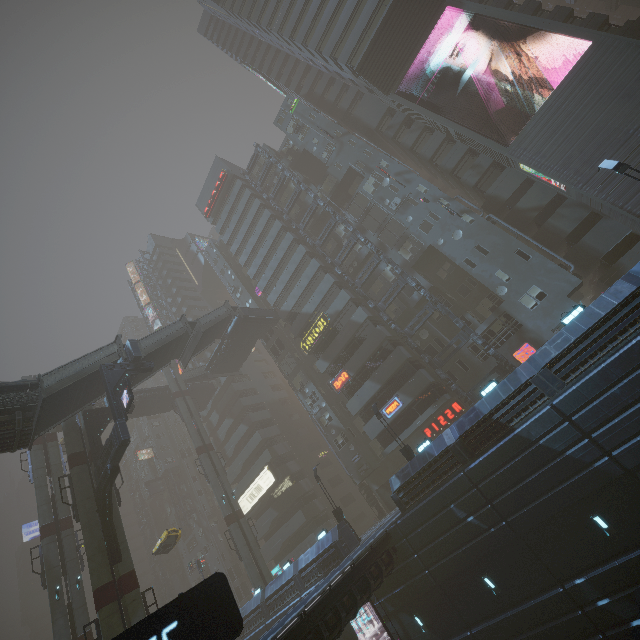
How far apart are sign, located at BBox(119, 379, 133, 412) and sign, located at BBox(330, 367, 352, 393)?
20.2m

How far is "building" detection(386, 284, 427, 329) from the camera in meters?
33.3 m

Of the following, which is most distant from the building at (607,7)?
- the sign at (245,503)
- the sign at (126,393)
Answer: the sign at (126,393)

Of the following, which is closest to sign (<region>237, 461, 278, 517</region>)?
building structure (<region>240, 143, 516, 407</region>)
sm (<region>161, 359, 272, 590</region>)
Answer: sm (<region>161, 359, 272, 590</region>)

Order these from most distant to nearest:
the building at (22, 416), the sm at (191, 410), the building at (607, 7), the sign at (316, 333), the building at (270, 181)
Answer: the building at (270, 181) < the building at (607, 7) < the sign at (316, 333) < the sm at (191, 410) < the building at (22, 416)

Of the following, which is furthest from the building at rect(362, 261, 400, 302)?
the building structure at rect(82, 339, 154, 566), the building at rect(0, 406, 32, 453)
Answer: the building at rect(0, 406, 32, 453)

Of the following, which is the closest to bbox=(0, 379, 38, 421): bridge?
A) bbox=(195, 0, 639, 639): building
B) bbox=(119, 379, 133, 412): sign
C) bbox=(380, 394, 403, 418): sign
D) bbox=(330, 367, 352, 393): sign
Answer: bbox=(195, 0, 639, 639): building

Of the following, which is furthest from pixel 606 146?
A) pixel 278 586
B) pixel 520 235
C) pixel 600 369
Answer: pixel 278 586
